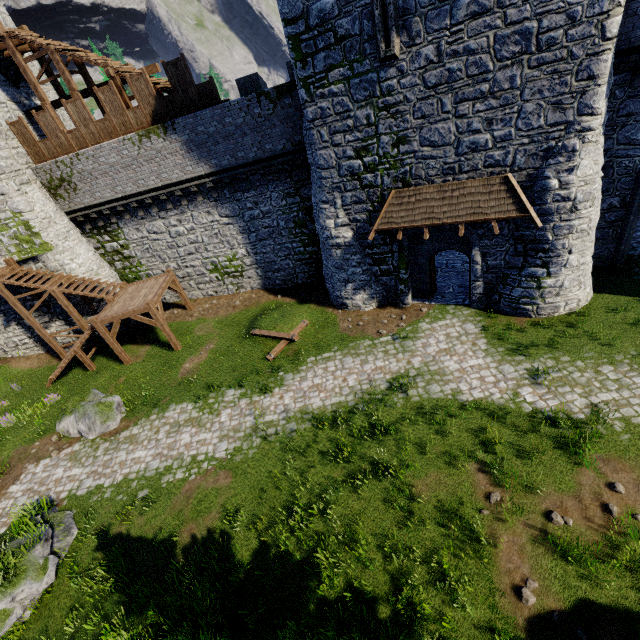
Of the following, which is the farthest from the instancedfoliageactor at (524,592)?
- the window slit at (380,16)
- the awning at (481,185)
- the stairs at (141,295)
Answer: the stairs at (141,295)

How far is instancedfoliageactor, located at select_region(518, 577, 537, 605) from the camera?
6.82m

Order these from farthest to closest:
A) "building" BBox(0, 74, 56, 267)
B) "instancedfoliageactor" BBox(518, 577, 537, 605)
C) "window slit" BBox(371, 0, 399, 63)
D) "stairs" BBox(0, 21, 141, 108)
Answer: "building" BBox(0, 74, 56, 267), "stairs" BBox(0, 21, 141, 108), "window slit" BBox(371, 0, 399, 63), "instancedfoliageactor" BBox(518, 577, 537, 605)

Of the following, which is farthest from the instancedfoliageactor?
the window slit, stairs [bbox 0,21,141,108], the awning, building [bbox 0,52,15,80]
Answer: building [bbox 0,52,15,80]

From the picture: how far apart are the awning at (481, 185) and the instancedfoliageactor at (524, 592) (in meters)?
10.26

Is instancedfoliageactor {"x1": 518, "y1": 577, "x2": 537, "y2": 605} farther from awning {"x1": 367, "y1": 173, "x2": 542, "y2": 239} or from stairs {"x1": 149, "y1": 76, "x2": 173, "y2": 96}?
stairs {"x1": 149, "y1": 76, "x2": 173, "y2": 96}

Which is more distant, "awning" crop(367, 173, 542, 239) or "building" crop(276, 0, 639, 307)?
"awning" crop(367, 173, 542, 239)

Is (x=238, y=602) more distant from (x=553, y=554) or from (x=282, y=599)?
(x=553, y=554)
